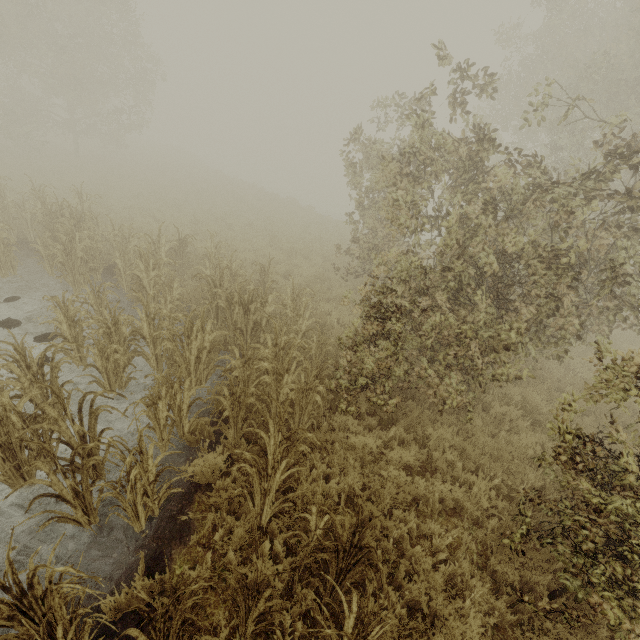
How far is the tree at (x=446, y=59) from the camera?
5.19m

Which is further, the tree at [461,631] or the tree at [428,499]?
the tree at [428,499]

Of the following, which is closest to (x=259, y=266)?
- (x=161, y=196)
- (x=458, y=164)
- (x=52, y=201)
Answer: (x=458, y=164)

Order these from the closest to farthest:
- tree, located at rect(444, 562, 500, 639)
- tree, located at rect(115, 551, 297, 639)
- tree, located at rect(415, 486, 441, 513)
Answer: tree, located at rect(115, 551, 297, 639), tree, located at rect(444, 562, 500, 639), tree, located at rect(415, 486, 441, 513)

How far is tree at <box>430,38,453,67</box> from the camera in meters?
5.2 m

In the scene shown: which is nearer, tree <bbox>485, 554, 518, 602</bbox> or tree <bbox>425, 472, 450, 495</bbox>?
tree <bbox>485, 554, 518, 602</bbox>

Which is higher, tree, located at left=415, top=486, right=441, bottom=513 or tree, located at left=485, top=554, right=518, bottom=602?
tree, located at left=485, top=554, right=518, bottom=602
